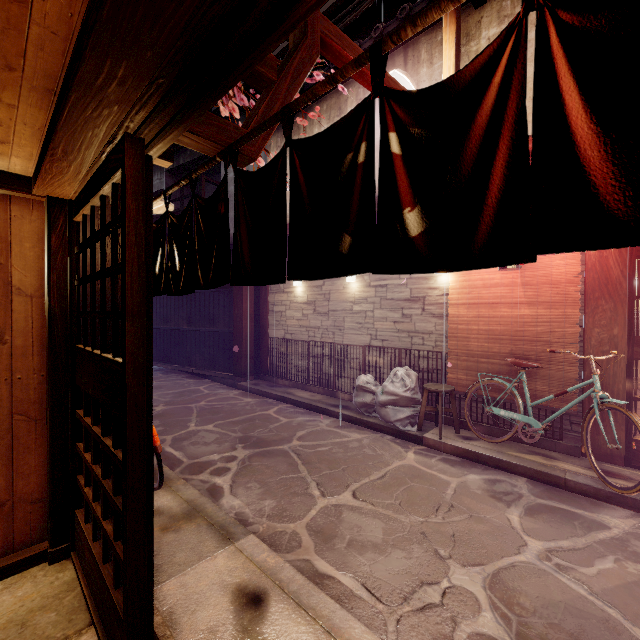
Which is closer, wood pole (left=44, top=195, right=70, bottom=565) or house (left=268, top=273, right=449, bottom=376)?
wood pole (left=44, top=195, right=70, bottom=565)

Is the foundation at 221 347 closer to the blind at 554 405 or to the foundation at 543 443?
the foundation at 543 443

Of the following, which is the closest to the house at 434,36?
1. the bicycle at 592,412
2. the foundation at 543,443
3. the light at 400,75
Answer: the light at 400,75

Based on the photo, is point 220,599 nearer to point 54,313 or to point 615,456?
point 54,313

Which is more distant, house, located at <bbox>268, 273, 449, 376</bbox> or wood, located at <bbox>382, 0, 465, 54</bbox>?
house, located at <bbox>268, 273, 449, 376</bbox>

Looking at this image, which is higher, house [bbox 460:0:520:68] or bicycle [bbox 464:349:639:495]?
house [bbox 460:0:520:68]

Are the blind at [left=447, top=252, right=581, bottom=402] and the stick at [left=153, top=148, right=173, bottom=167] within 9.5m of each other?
yes

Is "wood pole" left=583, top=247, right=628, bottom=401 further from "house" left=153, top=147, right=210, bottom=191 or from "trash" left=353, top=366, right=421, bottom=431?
"house" left=153, top=147, right=210, bottom=191
